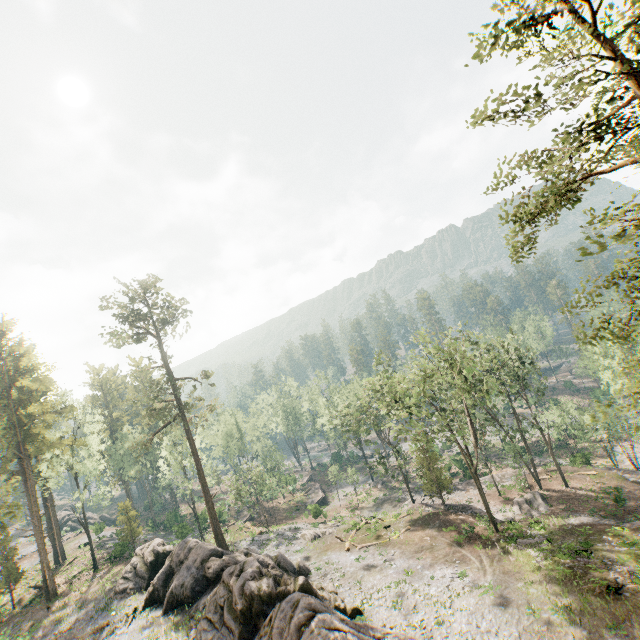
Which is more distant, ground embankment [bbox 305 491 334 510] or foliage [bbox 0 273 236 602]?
ground embankment [bbox 305 491 334 510]

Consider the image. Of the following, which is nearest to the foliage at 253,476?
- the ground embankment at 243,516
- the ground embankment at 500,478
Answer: the ground embankment at 500,478

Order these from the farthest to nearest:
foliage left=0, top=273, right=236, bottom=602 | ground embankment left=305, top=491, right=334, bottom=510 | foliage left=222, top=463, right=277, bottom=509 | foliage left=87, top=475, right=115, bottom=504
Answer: ground embankment left=305, top=491, right=334, bottom=510 < foliage left=222, top=463, right=277, bottom=509 < foliage left=87, top=475, right=115, bottom=504 < foliage left=0, top=273, right=236, bottom=602

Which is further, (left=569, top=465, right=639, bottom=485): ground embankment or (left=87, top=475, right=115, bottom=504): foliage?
(left=87, top=475, right=115, bottom=504): foliage

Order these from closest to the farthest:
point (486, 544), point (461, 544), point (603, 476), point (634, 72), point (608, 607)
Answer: point (634, 72) → point (608, 607) → point (486, 544) → point (461, 544) → point (603, 476)

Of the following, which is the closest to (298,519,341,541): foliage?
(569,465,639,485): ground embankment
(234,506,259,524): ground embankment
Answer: Answer: (569,465,639,485): ground embankment

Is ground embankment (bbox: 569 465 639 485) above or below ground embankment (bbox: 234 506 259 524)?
below

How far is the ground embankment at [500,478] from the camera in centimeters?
4239cm
